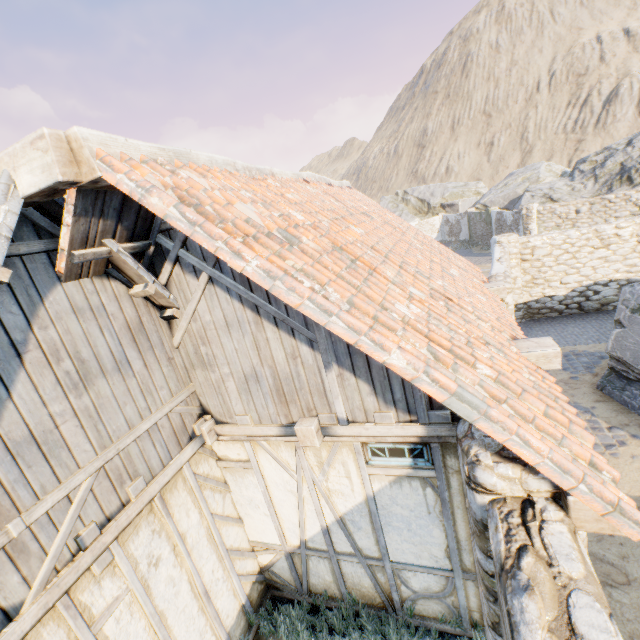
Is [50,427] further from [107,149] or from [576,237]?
[576,237]

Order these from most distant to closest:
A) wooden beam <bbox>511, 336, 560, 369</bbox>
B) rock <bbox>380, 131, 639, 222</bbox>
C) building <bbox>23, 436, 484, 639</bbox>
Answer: rock <bbox>380, 131, 639, 222</bbox> < wooden beam <bbox>511, 336, 560, 369</bbox> < building <bbox>23, 436, 484, 639</bbox>

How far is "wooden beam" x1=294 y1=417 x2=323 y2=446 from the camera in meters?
3.3 m

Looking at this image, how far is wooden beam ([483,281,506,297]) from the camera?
6.2 meters

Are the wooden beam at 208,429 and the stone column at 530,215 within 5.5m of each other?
no

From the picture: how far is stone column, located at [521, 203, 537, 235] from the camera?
19.7 meters

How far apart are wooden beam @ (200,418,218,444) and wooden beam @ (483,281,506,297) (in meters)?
5.47

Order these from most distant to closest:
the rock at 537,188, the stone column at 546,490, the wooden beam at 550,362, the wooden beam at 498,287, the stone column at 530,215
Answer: the rock at 537,188 → the stone column at 530,215 → the wooden beam at 498,287 → the wooden beam at 550,362 → the stone column at 546,490
